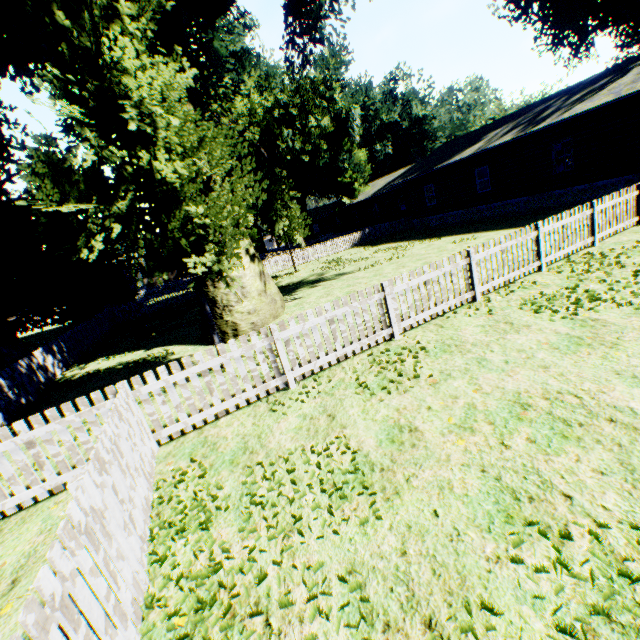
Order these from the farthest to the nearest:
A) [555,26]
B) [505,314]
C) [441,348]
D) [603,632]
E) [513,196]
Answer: [555,26] → [513,196] → [505,314] → [441,348] → [603,632]

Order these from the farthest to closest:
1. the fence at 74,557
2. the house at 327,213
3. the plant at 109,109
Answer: the house at 327,213
the plant at 109,109
the fence at 74,557

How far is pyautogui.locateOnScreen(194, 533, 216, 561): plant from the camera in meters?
3.1 m

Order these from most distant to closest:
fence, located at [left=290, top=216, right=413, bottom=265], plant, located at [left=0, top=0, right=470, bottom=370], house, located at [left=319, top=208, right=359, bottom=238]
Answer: house, located at [left=319, top=208, right=359, bottom=238] < fence, located at [left=290, top=216, right=413, bottom=265] < plant, located at [left=0, top=0, right=470, bottom=370]

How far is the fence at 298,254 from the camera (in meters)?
29.14

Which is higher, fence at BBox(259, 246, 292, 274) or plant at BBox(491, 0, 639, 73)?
plant at BBox(491, 0, 639, 73)

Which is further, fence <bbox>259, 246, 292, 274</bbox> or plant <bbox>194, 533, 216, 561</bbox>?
fence <bbox>259, 246, 292, 274</bbox>

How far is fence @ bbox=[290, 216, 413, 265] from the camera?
29.1m
